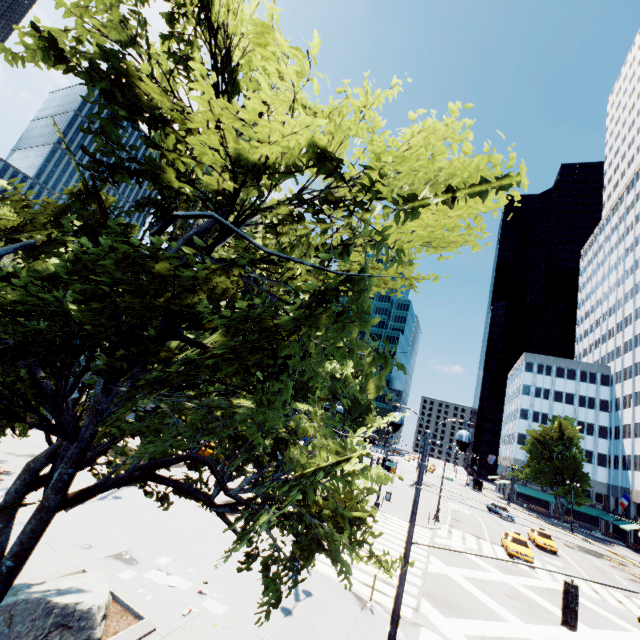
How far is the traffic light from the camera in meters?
6.9

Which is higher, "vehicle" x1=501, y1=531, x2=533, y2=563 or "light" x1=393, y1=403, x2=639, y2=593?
"light" x1=393, y1=403, x2=639, y2=593

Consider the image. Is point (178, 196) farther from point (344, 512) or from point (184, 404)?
point (344, 512)

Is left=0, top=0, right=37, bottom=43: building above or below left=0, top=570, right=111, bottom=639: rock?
above

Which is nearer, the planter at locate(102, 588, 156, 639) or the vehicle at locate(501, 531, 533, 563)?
the planter at locate(102, 588, 156, 639)

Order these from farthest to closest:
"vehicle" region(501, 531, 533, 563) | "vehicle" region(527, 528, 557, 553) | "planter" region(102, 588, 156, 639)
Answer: "vehicle" region(527, 528, 557, 553)
"vehicle" region(501, 531, 533, 563)
"planter" region(102, 588, 156, 639)

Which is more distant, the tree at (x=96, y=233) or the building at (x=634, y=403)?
the building at (x=634, y=403)

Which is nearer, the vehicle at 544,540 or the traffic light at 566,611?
the traffic light at 566,611
